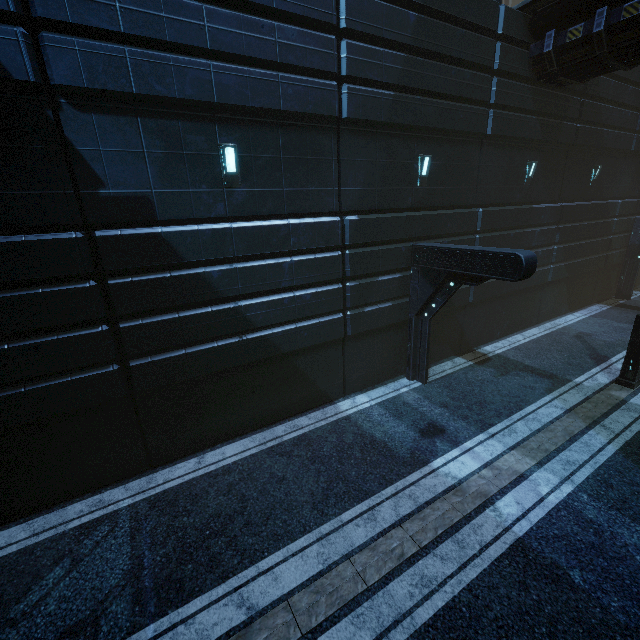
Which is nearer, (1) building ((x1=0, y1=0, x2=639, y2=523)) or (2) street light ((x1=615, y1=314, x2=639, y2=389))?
(1) building ((x1=0, y1=0, x2=639, y2=523))

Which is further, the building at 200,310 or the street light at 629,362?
the street light at 629,362

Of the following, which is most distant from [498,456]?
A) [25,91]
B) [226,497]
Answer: [25,91]
